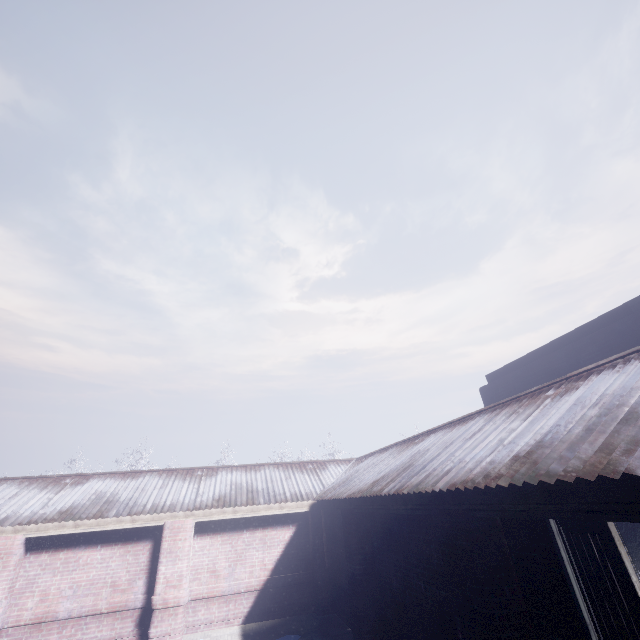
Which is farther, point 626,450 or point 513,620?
point 513,620
